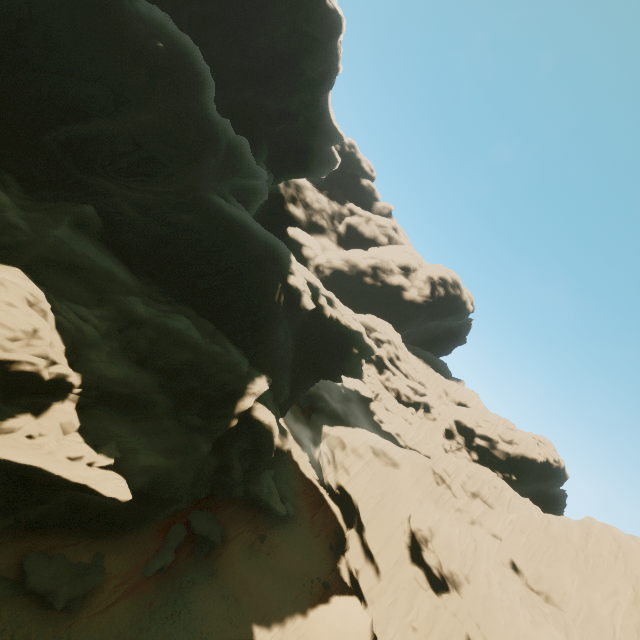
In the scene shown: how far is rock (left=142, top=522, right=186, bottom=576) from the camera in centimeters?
1903cm

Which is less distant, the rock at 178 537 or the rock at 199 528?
the rock at 178 537

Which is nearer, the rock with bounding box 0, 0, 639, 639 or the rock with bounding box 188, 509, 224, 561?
the rock with bounding box 0, 0, 639, 639

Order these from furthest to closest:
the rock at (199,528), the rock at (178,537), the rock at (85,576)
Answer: the rock at (199,528)
the rock at (178,537)
the rock at (85,576)

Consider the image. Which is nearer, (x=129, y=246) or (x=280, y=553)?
(x=129, y=246)
